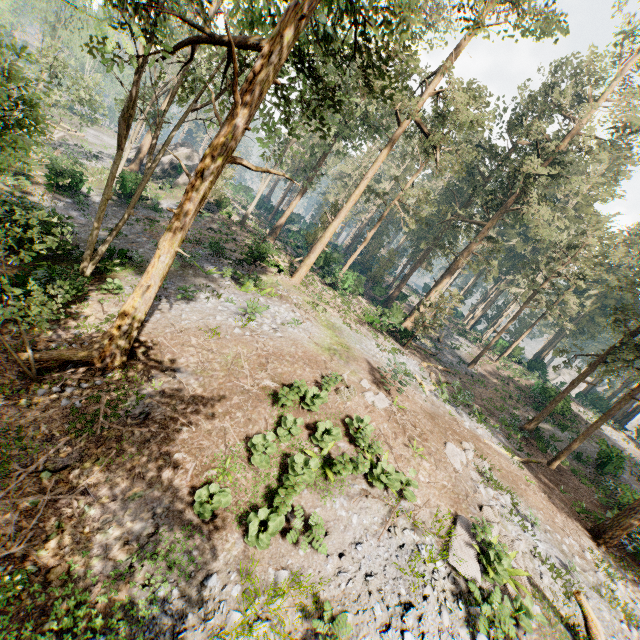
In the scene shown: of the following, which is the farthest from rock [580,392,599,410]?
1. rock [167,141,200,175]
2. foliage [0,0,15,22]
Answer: rock [167,141,200,175]

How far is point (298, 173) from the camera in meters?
53.5

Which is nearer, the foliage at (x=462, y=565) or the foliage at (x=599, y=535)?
the foliage at (x=462, y=565)

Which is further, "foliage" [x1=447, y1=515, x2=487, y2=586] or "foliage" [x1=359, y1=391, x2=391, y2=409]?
"foliage" [x1=359, y1=391, x2=391, y2=409]

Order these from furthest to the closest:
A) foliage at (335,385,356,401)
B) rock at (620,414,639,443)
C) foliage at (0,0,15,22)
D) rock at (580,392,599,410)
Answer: rock at (620,414,639,443) → rock at (580,392,599,410) → foliage at (0,0,15,22) → foliage at (335,385,356,401)

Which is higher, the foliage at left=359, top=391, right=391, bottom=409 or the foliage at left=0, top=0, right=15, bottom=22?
the foliage at left=0, top=0, right=15, bottom=22

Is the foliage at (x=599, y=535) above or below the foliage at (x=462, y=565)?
above
